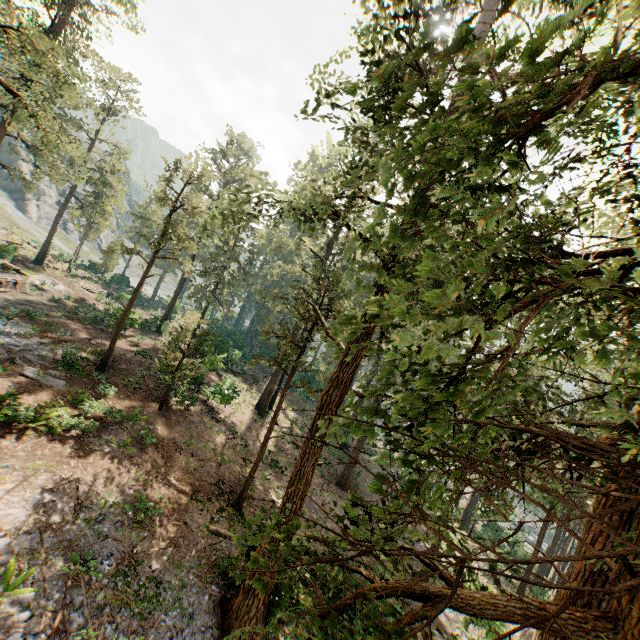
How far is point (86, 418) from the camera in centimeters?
1631cm

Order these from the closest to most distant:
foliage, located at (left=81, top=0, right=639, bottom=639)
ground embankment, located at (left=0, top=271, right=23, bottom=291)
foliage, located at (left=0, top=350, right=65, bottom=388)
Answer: foliage, located at (left=81, top=0, right=639, bottom=639) → foliage, located at (left=0, top=350, right=65, bottom=388) → ground embankment, located at (left=0, top=271, right=23, bottom=291)

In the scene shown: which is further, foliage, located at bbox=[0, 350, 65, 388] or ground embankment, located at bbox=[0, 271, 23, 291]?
ground embankment, located at bbox=[0, 271, 23, 291]

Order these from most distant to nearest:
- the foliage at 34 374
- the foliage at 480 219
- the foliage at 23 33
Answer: the foliage at 34 374
the foliage at 23 33
the foliage at 480 219

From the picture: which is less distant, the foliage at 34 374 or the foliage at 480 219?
the foliage at 480 219

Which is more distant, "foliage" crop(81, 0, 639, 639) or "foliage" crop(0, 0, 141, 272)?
"foliage" crop(0, 0, 141, 272)
